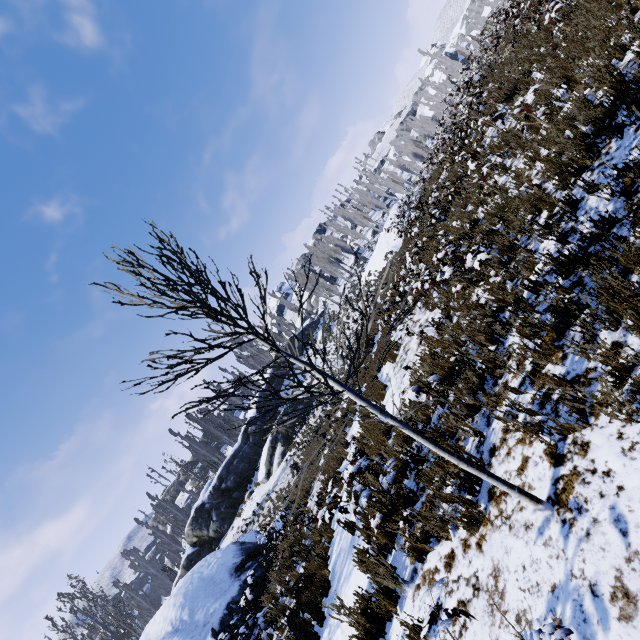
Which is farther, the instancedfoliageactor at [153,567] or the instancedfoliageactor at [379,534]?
the instancedfoliageactor at [153,567]

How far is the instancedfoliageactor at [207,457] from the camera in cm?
3919

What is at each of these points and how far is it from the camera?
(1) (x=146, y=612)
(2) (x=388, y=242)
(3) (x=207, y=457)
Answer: (1) instancedfoliageactor, 33.7m
(2) rock, 39.5m
(3) instancedfoliageactor, 39.2m

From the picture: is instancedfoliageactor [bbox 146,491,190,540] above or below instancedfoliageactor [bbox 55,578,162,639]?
above

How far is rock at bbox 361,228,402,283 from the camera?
36.3 meters

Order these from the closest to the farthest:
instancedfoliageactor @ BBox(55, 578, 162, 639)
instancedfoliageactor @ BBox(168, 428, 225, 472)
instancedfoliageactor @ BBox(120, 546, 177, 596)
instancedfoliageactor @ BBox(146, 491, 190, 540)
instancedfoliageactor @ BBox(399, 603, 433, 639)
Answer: instancedfoliageactor @ BBox(399, 603, 433, 639)
instancedfoliageactor @ BBox(55, 578, 162, 639)
instancedfoliageactor @ BBox(146, 491, 190, 540)
instancedfoliageactor @ BBox(168, 428, 225, 472)
instancedfoliageactor @ BBox(120, 546, 177, 596)

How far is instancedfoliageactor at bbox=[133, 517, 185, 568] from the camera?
34.38m
